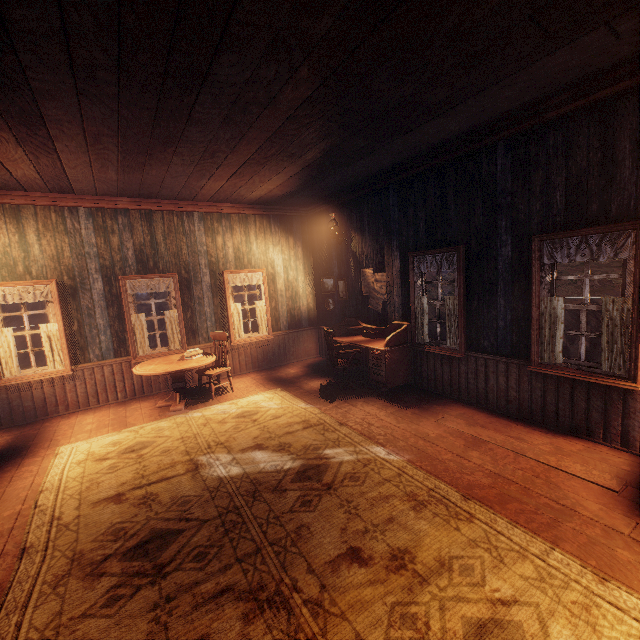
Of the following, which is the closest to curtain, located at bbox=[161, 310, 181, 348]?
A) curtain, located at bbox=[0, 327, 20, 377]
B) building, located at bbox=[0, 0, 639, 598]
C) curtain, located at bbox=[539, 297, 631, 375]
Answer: building, located at bbox=[0, 0, 639, 598]

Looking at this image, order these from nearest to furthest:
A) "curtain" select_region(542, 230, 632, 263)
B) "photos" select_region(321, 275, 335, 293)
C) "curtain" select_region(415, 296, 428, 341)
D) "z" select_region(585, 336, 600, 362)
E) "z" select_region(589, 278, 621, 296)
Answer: "curtain" select_region(542, 230, 632, 263), "curtain" select_region(415, 296, 428, 341), "photos" select_region(321, 275, 335, 293), "z" select_region(585, 336, 600, 362), "z" select_region(589, 278, 621, 296)

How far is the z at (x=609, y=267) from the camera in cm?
1889

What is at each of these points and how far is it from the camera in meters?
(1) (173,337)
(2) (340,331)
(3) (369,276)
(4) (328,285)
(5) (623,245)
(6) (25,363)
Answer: (1) curtain, 6.8 m
(2) desk, 7.1 m
(3) poster, 6.7 m
(4) photos, 8.0 m
(5) curtain, 3.3 m
(6) z, 33.0 m

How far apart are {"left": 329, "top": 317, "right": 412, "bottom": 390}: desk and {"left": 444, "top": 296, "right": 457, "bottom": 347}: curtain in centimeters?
71cm

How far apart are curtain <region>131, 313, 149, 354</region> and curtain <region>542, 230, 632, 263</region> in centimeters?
683cm

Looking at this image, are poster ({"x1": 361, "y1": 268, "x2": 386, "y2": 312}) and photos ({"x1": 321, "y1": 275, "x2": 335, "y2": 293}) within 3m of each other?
yes

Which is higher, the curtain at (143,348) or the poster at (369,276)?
the poster at (369,276)
